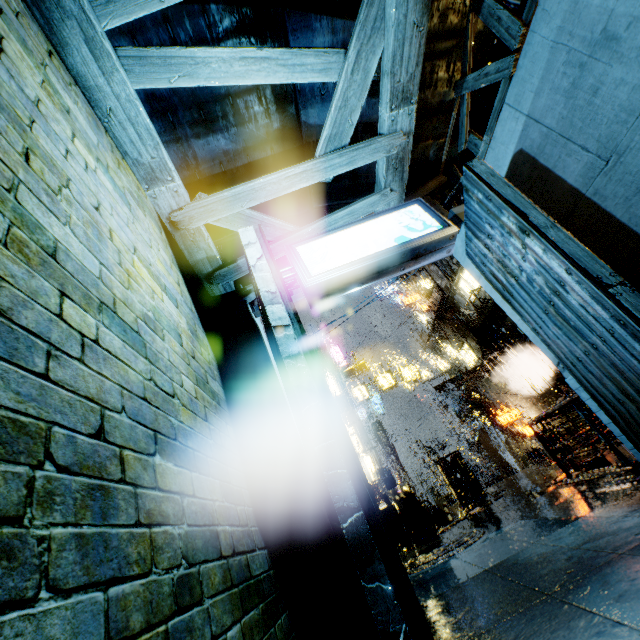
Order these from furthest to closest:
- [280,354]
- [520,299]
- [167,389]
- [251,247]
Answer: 1. [520,299]
2. [251,247]
3. [280,354]
4. [167,389]

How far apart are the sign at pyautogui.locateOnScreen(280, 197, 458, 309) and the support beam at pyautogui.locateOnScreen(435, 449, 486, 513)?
12.7m

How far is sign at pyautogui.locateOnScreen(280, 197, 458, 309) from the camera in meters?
5.0 m

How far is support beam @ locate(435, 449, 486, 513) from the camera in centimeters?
1432cm

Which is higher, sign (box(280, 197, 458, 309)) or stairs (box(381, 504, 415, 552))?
sign (box(280, 197, 458, 309))

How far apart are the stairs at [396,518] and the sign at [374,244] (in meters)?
10.15

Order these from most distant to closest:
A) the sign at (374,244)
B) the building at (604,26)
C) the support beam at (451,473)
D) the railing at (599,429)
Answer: the support beam at (451,473), the railing at (599,429), the sign at (374,244), the building at (604,26)

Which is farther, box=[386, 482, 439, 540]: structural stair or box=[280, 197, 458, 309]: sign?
box=[386, 482, 439, 540]: structural stair
